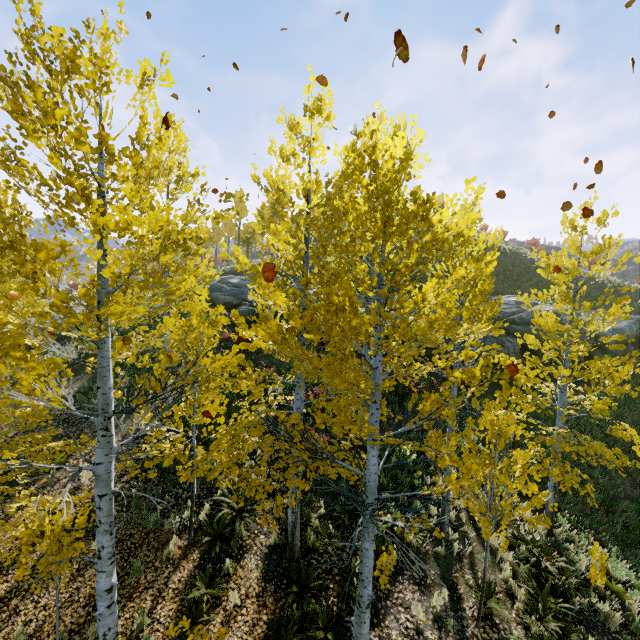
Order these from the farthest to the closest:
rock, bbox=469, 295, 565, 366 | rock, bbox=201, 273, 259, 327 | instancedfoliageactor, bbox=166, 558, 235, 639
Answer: rock, bbox=201, 273, 259, 327, rock, bbox=469, 295, 565, 366, instancedfoliageactor, bbox=166, 558, 235, 639

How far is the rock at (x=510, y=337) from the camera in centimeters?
1719cm

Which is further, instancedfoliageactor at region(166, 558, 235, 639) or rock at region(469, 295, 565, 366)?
rock at region(469, 295, 565, 366)

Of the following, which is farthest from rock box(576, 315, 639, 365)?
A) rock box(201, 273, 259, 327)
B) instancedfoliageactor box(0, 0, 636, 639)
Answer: instancedfoliageactor box(0, 0, 636, 639)

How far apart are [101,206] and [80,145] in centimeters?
78cm

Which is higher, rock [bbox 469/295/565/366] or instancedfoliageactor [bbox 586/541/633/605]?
rock [bbox 469/295/565/366]

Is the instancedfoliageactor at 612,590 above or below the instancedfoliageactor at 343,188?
below
